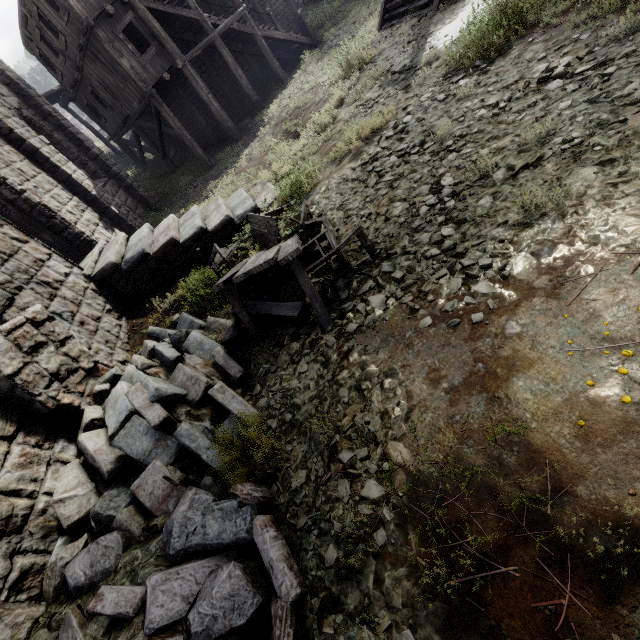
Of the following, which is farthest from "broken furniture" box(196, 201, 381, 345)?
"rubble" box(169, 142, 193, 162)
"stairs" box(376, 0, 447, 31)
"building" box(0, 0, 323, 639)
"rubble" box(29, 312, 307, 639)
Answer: "rubble" box(169, 142, 193, 162)

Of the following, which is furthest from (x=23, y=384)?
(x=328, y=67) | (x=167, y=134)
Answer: (x=167, y=134)

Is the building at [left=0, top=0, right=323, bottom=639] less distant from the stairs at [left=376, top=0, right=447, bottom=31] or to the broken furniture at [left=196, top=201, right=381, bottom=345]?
the broken furniture at [left=196, top=201, right=381, bottom=345]

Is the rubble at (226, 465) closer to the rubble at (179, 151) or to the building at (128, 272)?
the building at (128, 272)

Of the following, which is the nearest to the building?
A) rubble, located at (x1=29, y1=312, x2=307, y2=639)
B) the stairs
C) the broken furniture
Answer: rubble, located at (x1=29, y1=312, x2=307, y2=639)

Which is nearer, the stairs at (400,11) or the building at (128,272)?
the building at (128,272)

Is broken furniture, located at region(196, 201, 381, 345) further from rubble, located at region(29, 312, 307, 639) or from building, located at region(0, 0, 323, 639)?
building, located at region(0, 0, 323, 639)
